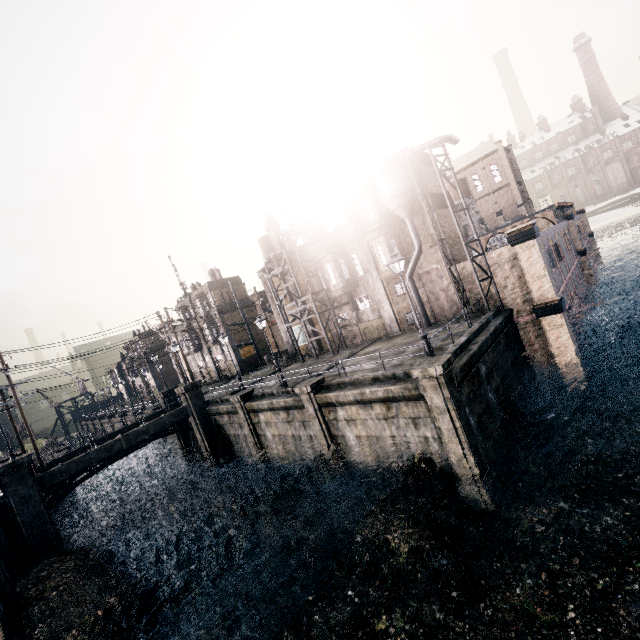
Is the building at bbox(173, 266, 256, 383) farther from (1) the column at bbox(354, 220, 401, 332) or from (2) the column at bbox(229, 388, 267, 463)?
(1) the column at bbox(354, 220, 401, 332)

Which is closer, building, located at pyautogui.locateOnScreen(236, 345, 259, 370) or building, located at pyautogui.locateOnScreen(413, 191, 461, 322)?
building, located at pyautogui.locateOnScreen(413, 191, 461, 322)

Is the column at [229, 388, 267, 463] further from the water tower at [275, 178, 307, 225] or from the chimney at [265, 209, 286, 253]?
the water tower at [275, 178, 307, 225]

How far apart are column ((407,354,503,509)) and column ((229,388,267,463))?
15.49m

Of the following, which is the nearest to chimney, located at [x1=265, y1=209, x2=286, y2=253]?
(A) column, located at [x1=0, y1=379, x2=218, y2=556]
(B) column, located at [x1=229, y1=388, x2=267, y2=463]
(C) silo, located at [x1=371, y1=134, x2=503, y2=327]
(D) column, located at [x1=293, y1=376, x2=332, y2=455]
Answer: (B) column, located at [x1=229, y1=388, x2=267, y2=463]

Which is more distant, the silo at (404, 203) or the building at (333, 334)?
the building at (333, 334)

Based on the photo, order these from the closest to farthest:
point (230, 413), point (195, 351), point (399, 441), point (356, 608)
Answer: point (356, 608), point (399, 441), point (230, 413), point (195, 351)

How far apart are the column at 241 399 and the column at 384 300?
13.4m
